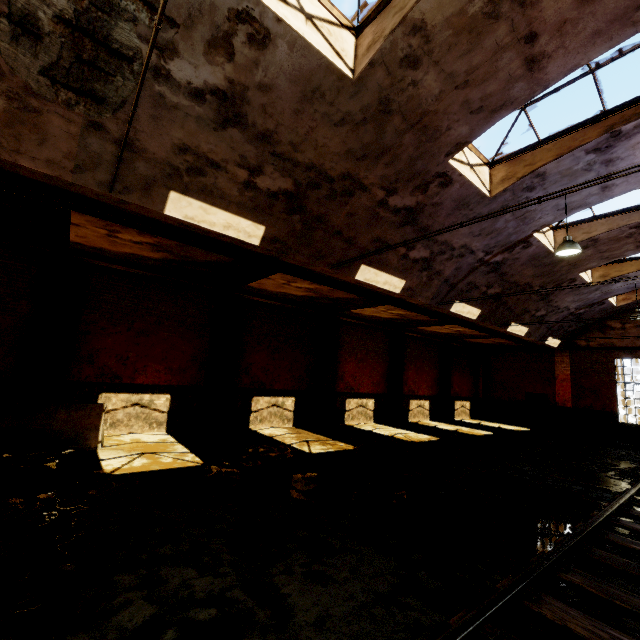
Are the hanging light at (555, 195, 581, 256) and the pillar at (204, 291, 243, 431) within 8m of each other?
no

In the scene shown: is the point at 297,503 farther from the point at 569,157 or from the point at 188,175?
the point at 569,157

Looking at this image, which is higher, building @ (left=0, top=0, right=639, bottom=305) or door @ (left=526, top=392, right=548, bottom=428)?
building @ (left=0, top=0, right=639, bottom=305)

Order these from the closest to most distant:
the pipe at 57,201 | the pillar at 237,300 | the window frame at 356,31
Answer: the window frame at 356,31
the pipe at 57,201
the pillar at 237,300

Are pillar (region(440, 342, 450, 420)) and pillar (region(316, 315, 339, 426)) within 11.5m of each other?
yes

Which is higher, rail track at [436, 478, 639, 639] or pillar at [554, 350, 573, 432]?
pillar at [554, 350, 573, 432]

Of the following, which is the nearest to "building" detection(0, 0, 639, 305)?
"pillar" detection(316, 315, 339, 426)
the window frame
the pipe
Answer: the window frame

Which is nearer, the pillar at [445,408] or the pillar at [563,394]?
the pillar at [563,394]
